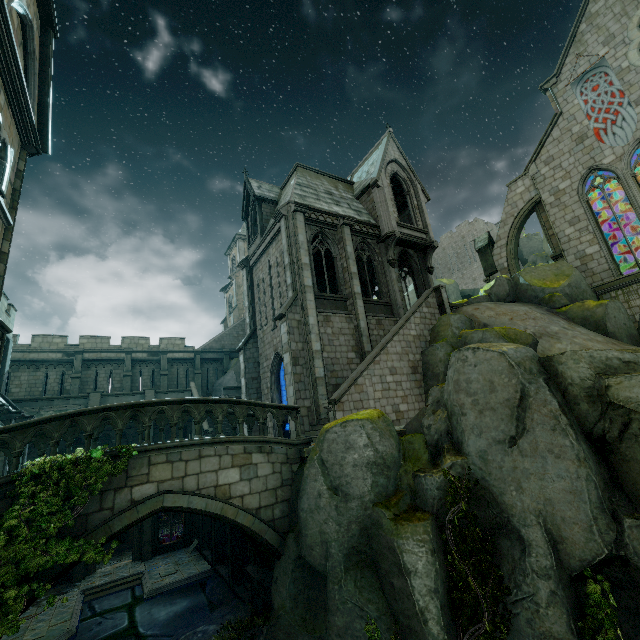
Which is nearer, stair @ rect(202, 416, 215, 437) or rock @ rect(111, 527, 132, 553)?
stair @ rect(202, 416, 215, 437)

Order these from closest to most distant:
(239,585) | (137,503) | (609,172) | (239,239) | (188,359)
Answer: (137,503) → (239,585) → (609,172) → (188,359) → (239,239)

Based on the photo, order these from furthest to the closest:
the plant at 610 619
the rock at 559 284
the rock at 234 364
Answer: the rock at 234 364 → the rock at 559 284 → the plant at 610 619

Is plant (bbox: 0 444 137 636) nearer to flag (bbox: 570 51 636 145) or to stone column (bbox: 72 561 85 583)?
stone column (bbox: 72 561 85 583)

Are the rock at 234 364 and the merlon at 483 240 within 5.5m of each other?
no

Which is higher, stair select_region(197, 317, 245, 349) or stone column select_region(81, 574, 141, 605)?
stair select_region(197, 317, 245, 349)

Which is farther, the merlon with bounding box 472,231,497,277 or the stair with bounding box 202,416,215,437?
the merlon with bounding box 472,231,497,277

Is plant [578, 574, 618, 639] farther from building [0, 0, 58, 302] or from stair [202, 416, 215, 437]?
stair [202, 416, 215, 437]
